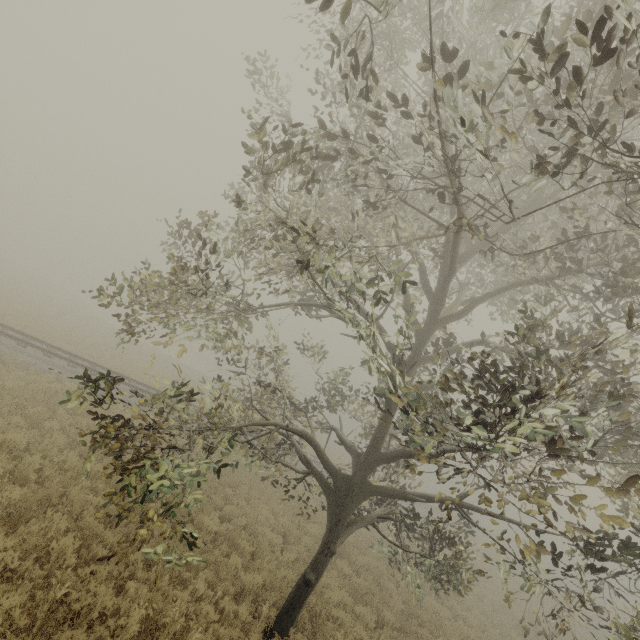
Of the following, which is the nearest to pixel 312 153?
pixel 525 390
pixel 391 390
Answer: pixel 391 390

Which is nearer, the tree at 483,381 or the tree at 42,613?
the tree at 483,381

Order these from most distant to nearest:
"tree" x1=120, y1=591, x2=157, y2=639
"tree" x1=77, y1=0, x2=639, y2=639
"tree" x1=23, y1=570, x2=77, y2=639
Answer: "tree" x1=120, y1=591, x2=157, y2=639, "tree" x1=23, y1=570, x2=77, y2=639, "tree" x1=77, y1=0, x2=639, y2=639

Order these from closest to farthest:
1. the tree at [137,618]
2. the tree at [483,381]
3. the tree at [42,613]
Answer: the tree at [483,381] < the tree at [42,613] < the tree at [137,618]

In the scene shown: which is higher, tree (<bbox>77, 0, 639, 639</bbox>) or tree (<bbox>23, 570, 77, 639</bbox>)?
tree (<bbox>77, 0, 639, 639</bbox>)

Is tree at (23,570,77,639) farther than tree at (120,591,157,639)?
No
